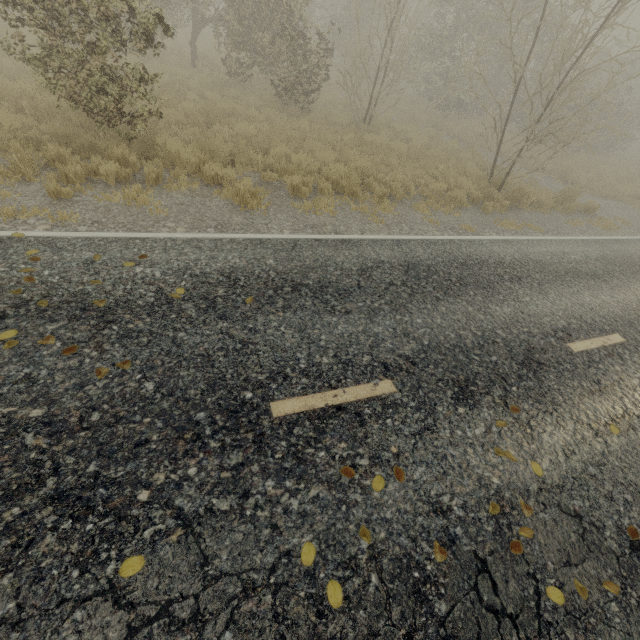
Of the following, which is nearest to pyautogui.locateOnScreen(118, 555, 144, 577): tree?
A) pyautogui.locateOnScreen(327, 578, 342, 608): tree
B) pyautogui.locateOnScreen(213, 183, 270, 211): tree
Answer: pyautogui.locateOnScreen(213, 183, 270, 211): tree

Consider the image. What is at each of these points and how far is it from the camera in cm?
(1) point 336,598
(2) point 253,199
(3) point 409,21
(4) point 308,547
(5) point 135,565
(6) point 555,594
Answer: Result:
(1) tree, 232
(2) tree, 711
(3) tree, 1248
(4) tree, 250
(5) tree, 221
(6) tree, 266

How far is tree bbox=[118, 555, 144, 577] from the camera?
2.2m

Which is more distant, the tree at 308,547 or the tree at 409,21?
the tree at 409,21

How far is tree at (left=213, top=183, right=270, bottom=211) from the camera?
6.86m

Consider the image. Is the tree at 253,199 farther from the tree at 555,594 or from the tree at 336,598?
the tree at 336,598

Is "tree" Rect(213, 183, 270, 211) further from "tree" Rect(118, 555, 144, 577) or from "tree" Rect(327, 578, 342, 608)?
"tree" Rect(327, 578, 342, 608)
